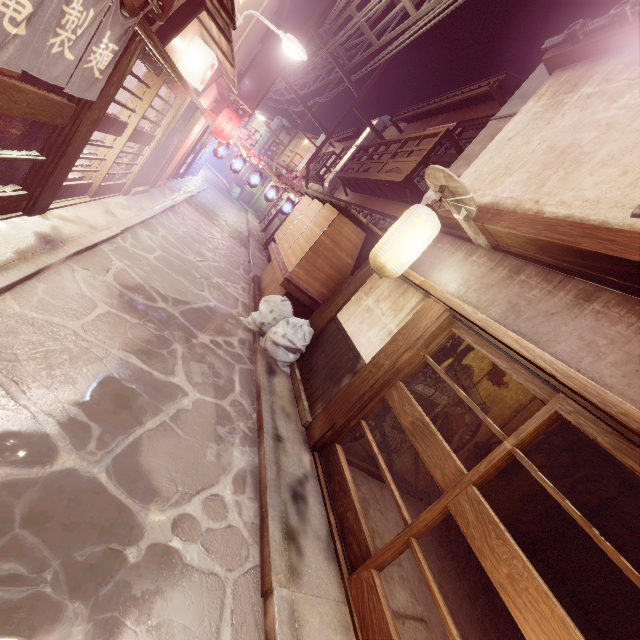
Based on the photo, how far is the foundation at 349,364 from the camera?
9.4m

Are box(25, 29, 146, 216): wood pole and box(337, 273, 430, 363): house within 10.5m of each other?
yes

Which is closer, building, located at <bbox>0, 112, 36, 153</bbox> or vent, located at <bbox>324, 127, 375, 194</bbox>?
building, located at <bbox>0, 112, 36, 153</bbox>

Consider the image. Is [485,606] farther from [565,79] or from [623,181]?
[565,79]

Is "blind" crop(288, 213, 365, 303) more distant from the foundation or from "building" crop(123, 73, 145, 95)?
"building" crop(123, 73, 145, 95)

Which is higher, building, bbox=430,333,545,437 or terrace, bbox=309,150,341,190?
terrace, bbox=309,150,341,190

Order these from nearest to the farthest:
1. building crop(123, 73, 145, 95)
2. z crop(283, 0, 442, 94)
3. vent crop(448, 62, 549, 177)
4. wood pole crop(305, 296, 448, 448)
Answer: wood pole crop(305, 296, 448, 448) → vent crop(448, 62, 549, 177) → z crop(283, 0, 442, 94) → building crop(123, 73, 145, 95)

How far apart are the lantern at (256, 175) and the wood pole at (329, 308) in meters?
14.8 m
